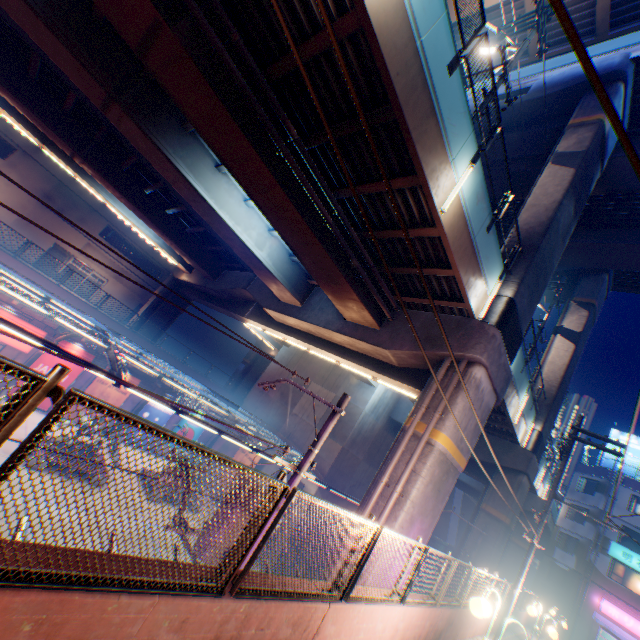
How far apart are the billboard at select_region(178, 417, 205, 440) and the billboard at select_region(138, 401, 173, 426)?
0.8m

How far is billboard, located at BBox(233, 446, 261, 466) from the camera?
25.0m

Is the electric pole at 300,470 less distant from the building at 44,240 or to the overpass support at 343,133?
the overpass support at 343,133

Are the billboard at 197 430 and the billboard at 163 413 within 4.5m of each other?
yes

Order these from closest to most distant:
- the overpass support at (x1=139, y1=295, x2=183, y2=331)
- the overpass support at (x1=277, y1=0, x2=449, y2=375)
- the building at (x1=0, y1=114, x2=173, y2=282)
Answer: the overpass support at (x1=277, y1=0, x2=449, y2=375), the building at (x1=0, y1=114, x2=173, y2=282), the overpass support at (x1=139, y1=295, x2=183, y2=331)

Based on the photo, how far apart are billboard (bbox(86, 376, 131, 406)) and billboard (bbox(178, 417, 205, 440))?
4.71m

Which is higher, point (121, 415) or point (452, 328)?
point (452, 328)

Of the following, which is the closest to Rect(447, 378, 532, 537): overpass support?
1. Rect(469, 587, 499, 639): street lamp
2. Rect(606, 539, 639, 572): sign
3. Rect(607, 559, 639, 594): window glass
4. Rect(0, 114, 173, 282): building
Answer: Rect(469, 587, 499, 639): street lamp
